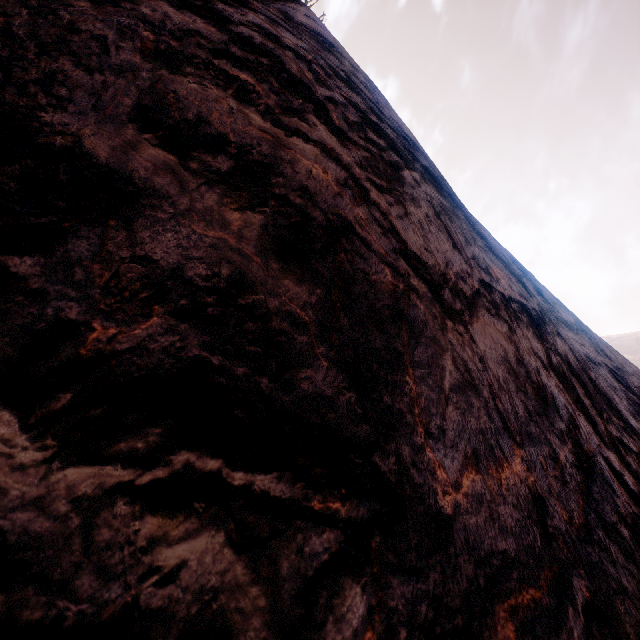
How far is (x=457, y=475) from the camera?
1.0m
